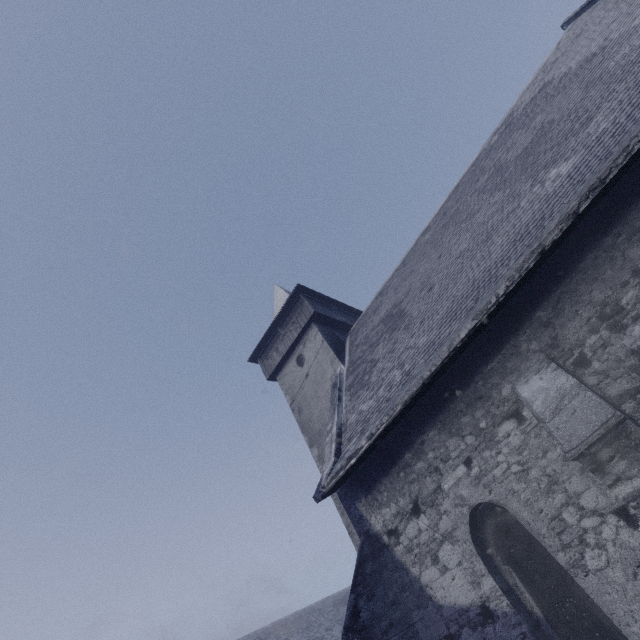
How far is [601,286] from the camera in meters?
4.5
